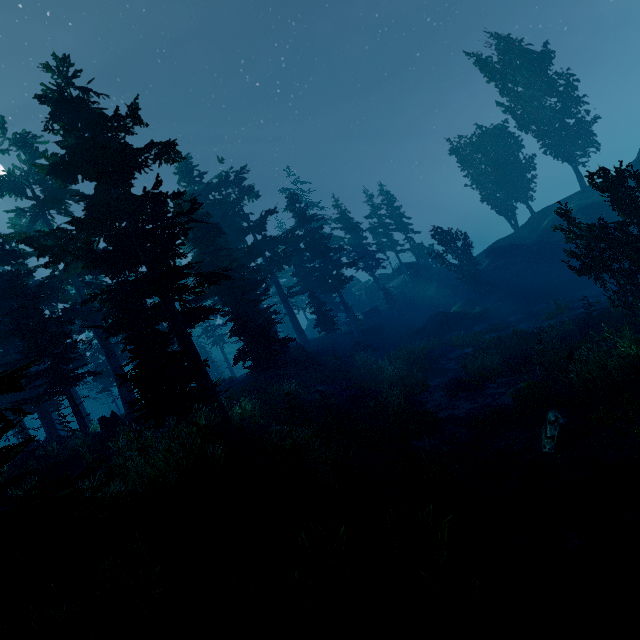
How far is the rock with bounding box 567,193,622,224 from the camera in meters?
30.0 m

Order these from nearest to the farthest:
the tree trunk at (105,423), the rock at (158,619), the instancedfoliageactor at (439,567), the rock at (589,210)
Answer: the rock at (158,619), the instancedfoliageactor at (439,567), the tree trunk at (105,423), the rock at (589,210)

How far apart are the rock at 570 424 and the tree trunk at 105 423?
21.34m

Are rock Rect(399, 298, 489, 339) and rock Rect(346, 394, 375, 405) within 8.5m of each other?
no

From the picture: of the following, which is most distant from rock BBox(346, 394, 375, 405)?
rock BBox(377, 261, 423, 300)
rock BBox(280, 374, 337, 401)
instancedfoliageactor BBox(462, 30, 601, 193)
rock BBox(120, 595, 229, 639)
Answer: rock BBox(377, 261, 423, 300)

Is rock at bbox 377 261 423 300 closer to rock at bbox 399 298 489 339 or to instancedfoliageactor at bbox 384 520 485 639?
instancedfoliageactor at bbox 384 520 485 639

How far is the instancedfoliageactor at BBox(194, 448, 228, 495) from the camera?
8.14m

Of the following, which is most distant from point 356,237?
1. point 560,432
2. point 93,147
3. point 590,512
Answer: point 590,512
